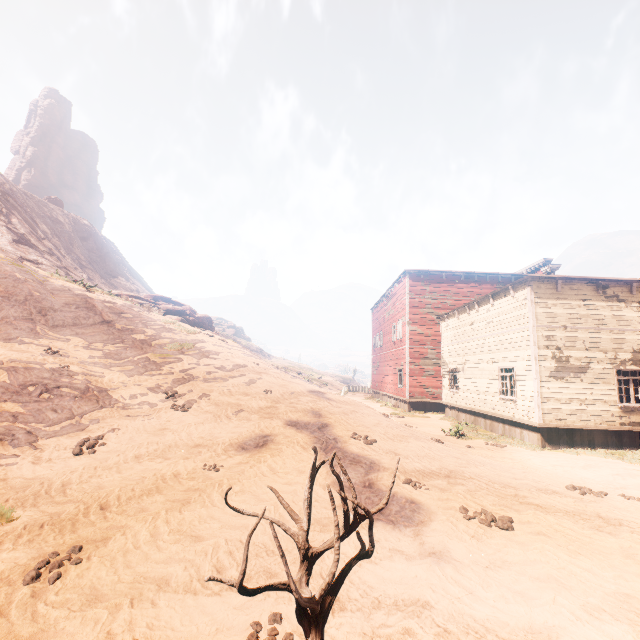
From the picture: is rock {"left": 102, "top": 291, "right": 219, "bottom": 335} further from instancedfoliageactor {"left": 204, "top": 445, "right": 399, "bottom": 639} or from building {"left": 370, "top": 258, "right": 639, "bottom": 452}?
instancedfoliageactor {"left": 204, "top": 445, "right": 399, "bottom": 639}

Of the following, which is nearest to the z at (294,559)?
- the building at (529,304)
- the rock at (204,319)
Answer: the building at (529,304)

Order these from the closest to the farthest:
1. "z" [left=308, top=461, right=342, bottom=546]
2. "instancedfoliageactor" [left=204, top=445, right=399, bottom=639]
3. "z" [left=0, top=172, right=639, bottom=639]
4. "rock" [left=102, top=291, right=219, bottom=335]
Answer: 1. "instancedfoliageactor" [left=204, top=445, right=399, bottom=639]
2. "z" [left=0, top=172, right=639, bottom=639]
3. "z" [left=308, top=461, right=342, bottom=546]
4. "rock" [left=102, top=291, right=219, bottom=335]

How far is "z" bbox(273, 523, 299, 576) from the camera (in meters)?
4.24

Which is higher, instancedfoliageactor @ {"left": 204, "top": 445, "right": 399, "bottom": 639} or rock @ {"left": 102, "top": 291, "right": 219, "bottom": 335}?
rock @ {"left": 102, "top": 291, "right": 219, "bottom": 335}

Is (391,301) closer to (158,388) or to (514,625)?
(158,388)

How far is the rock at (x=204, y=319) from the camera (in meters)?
21.81

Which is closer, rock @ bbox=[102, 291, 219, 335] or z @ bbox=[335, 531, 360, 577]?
→ z @ bbox=[335, 531, 360, 577]
